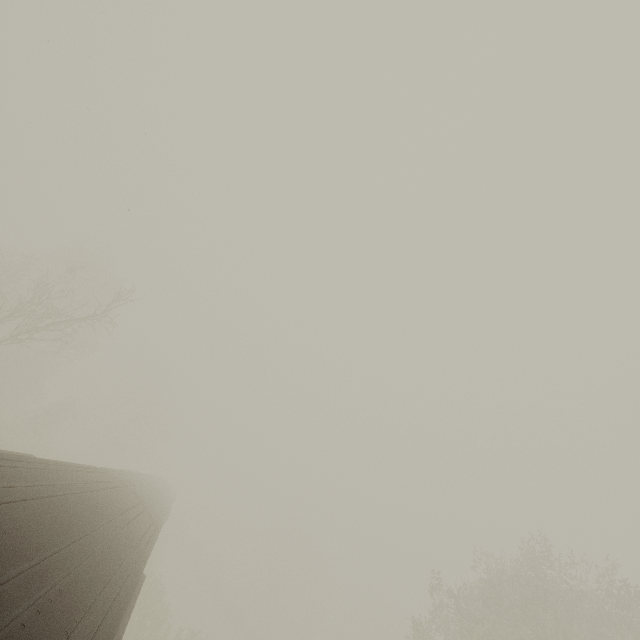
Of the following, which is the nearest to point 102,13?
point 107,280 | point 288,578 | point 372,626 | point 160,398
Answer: point 107,280
